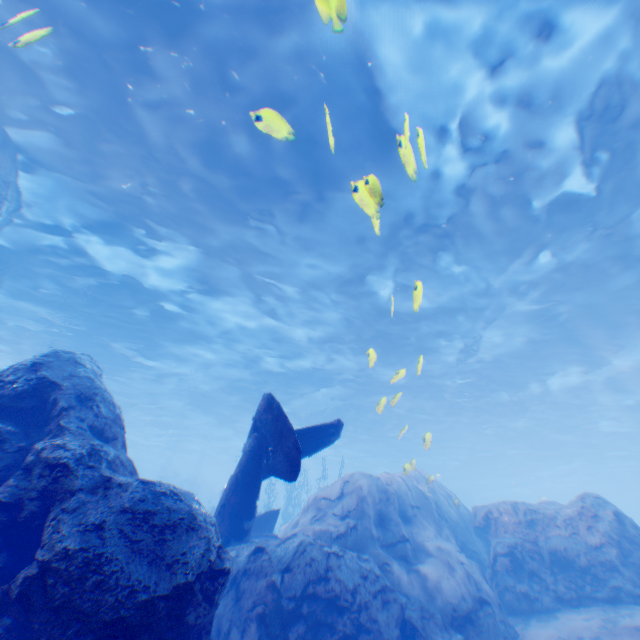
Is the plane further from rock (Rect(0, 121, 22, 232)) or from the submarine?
the submarine

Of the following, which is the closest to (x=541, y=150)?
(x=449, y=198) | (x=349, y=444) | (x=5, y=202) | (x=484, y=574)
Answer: (x=449, y=198)

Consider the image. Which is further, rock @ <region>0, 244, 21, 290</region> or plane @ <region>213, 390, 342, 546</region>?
rock @ <region>0, 244, 21, 290</region>

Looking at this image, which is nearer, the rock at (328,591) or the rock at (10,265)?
the rock at (328,591)

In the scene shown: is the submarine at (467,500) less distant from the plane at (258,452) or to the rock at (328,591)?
the rock at (328,591)

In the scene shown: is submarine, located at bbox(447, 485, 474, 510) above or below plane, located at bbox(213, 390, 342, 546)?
above

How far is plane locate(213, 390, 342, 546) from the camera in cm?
664

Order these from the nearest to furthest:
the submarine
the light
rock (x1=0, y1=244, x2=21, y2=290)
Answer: the light
rock (x1=0, y1=244, x2=21, y2=290)
the submarine
